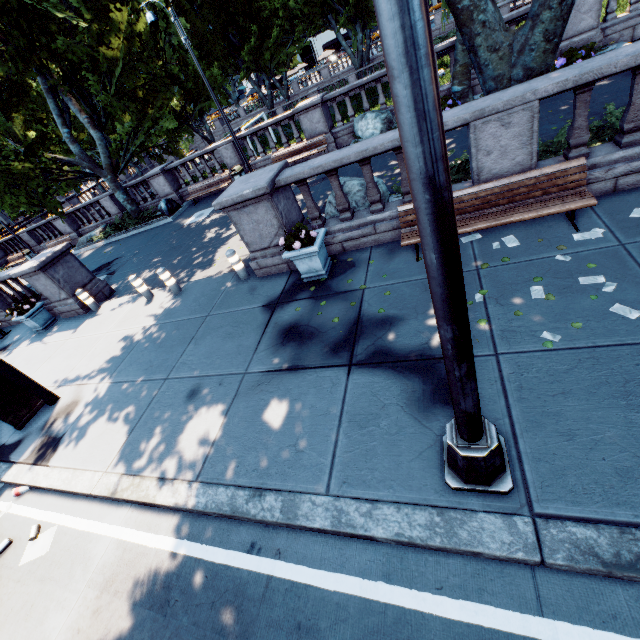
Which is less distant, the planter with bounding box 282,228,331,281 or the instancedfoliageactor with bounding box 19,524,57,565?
the instancedfoliageactor with bounding box 19,524,57,565

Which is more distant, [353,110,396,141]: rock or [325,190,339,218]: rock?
[353,110,396,141]: rock

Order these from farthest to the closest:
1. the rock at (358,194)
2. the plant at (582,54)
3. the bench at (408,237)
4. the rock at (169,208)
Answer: the rock at (169,208) → the plant at (582,54) → the rock at (358,194) → the bench at (408,237)

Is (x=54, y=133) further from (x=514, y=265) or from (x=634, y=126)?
(x=634, y=126)

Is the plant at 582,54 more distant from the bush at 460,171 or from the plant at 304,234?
the plant at 304,234

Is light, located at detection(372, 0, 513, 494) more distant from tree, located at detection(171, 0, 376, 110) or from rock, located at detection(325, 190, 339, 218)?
rock, located at detection(325, 190, 339, 218)

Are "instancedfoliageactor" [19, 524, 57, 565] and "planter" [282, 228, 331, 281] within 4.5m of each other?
no

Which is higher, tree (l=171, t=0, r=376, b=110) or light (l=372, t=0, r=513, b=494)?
tree (l=171, t=0, r=376, b=110)
